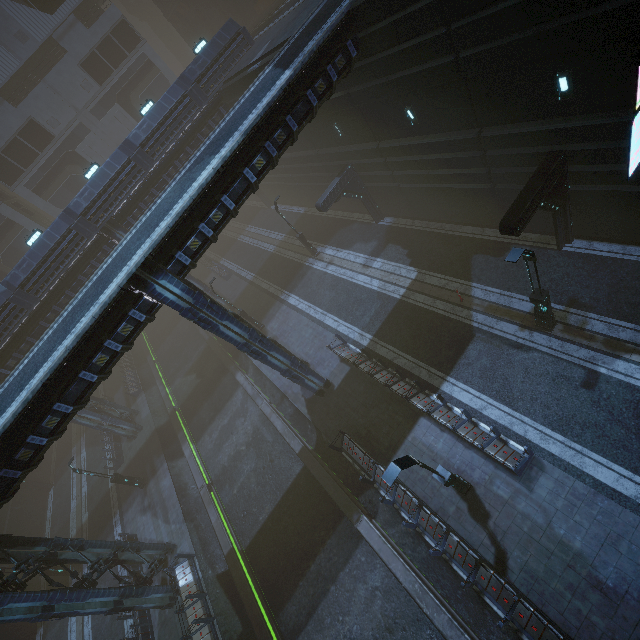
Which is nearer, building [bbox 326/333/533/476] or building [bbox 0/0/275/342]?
building [bbox 326/333/533/476]

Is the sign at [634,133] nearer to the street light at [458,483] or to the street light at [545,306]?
the street light at [545,306]

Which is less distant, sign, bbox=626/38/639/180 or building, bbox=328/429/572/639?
sign, bbox=626/38/639/180

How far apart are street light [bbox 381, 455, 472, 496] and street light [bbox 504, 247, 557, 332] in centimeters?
667cm

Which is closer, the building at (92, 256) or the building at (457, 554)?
the building at (457, 554)

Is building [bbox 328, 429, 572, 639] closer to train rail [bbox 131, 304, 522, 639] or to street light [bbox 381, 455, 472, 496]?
train rail [bbox 131, 304, 522, 639]

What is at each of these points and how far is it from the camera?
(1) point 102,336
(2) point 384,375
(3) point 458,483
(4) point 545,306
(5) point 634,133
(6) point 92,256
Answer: (1) building, 11.15m
(2) building, 16.48m
(3) street light, 11.38m
(4) street light, 12.24m
(5) sign, 8.74m
(6) building, 22.81m

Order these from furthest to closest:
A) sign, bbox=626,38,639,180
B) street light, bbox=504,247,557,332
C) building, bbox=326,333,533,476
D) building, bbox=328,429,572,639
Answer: building, bbox=326,333,533,476, street light, bbox=504,247,557,332, building, bbox=328,429,572,639, sign, bbox=626,38,639,180
